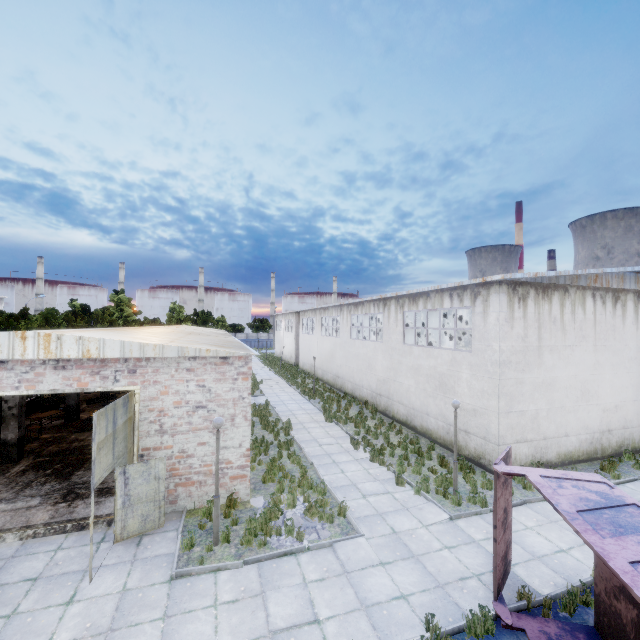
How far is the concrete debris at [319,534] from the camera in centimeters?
886cm

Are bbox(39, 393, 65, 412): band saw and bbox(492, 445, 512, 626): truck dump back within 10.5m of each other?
no

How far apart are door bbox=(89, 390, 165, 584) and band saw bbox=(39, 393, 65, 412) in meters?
→ 15.5 m

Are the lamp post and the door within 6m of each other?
yes

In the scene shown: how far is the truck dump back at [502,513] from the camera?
6.7m

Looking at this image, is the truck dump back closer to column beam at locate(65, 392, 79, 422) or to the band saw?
column beam at locate(65, 392, 79, 422)

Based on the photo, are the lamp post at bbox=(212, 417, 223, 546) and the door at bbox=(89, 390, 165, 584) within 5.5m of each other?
yes

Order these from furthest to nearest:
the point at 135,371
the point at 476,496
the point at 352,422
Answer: the point at 352,422, the point at 476,496, the point at 135,371
